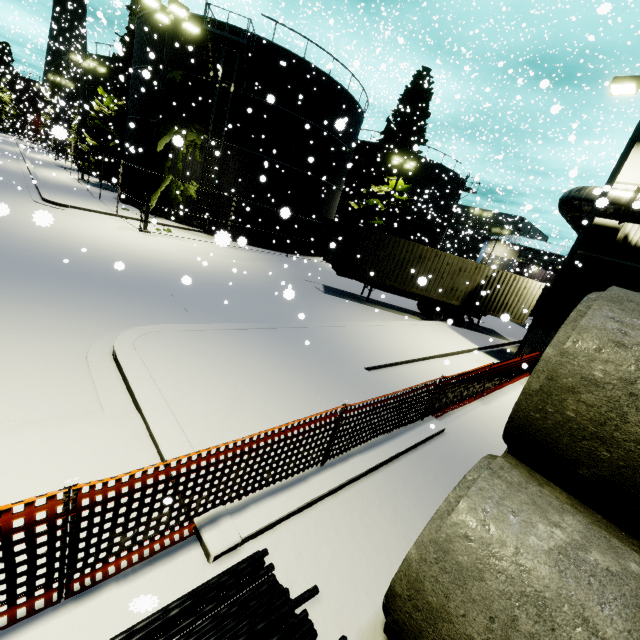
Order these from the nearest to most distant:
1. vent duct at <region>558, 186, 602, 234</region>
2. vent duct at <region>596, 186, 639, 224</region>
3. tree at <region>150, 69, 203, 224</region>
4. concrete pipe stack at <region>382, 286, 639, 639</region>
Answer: concrete pipe stack at <region>382, 286, 639, 639</region> < vent duct at <region>596, 186, 639, 224</region> < vent duct at <region>558, 186, 602, 234</region> < tree at <region>150, 69, 203, 224</region>

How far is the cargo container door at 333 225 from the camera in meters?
16.0 m

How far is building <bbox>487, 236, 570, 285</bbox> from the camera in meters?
41.1 m

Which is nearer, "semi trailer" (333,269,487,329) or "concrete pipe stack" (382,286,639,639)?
"concrete pipe stack" (382,286,639,639)

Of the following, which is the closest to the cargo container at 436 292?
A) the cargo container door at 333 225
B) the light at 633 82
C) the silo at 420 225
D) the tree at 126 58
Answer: the cargo container door at 333 225

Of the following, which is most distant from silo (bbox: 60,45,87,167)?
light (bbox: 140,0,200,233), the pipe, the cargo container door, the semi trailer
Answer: the cargo container door

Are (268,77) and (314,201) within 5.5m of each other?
no

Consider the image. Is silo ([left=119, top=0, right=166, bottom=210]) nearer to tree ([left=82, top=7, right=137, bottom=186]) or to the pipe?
tree ([left=82, top=7, right=137, bottom=186])
